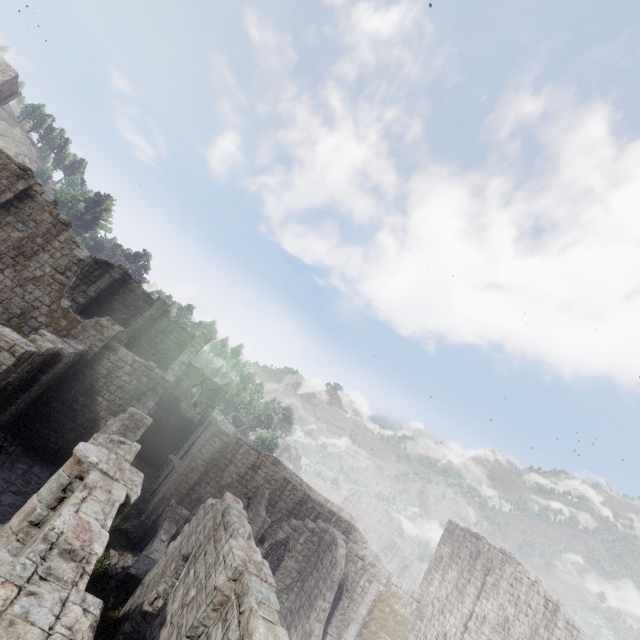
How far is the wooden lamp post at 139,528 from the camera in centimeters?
1856cm

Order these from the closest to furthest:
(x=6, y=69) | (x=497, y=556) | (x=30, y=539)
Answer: (x=30, y=539), (x=497, y=556), (x=6, y=69)

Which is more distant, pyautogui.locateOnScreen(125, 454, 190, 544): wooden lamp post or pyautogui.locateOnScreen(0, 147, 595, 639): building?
pyautogui.locateOnScreen(125, 454, 190, 544): wooden lamp post

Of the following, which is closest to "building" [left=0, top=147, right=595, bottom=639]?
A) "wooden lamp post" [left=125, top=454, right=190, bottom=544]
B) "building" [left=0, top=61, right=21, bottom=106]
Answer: "wooden lamp post" [left=125, top=454, right=190, bottom=544]

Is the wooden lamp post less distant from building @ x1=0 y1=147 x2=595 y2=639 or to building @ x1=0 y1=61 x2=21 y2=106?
building @ x1=0 y1=147 x2=595 y2=639

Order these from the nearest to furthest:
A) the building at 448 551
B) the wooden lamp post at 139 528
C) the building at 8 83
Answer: the building at 448 551, the wooden lamp post at 139 528, the building at 8 83
